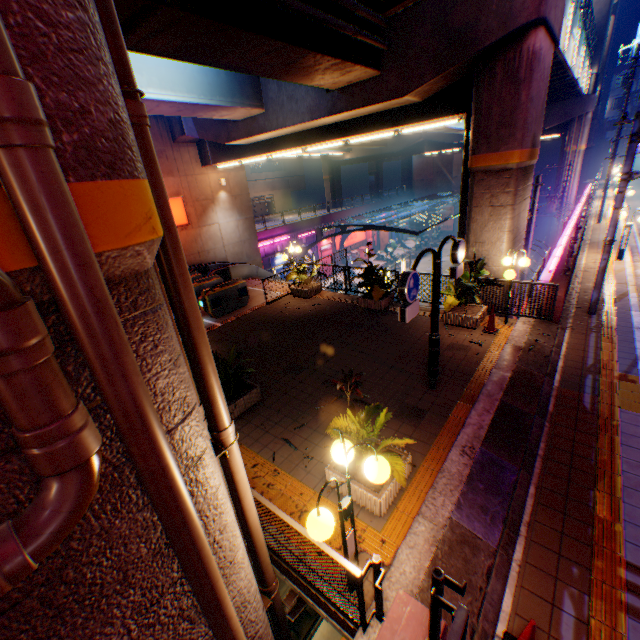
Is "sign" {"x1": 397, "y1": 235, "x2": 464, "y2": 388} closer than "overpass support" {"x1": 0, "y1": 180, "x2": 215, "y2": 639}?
No

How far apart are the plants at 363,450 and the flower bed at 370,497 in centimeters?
3cm

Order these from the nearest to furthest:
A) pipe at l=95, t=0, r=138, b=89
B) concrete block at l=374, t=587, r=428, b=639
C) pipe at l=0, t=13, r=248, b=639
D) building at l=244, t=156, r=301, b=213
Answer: pipe at l=0, t=13, r=248, b=639 → pipe at l=95, t=0, r=138, b=89 → concrete block at l=374, t=587, r=428, b=639 → building at l=244, t=156, r=301, b=213

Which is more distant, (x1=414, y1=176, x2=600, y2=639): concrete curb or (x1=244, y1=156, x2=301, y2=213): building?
→ (x1=244, y1=156, x2=301, y2=213): building

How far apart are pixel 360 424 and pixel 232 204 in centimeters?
2033cm

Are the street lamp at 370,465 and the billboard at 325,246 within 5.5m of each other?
no

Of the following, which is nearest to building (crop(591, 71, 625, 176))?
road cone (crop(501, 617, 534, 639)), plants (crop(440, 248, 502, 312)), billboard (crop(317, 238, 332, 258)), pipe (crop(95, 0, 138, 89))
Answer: billboard (crop(317, 238, 332, 258))

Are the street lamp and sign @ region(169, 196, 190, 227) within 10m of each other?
no
